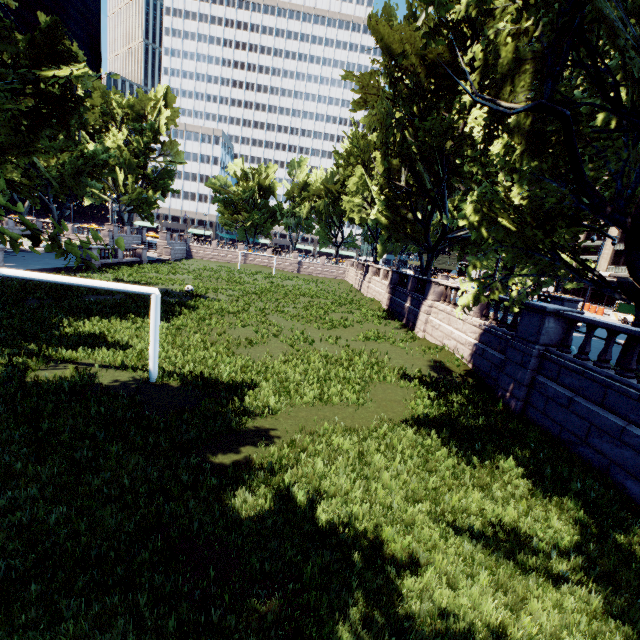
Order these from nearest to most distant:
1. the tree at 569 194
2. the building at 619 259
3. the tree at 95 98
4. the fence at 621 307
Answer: the tree at 95 98 < the tree at 569 194 < the fence at 621 307 < the building at 619 259

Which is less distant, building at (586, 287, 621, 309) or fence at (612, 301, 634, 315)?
fence at (612, 301, 634, 315)

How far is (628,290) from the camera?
9.41m

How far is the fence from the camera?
35.8 meters

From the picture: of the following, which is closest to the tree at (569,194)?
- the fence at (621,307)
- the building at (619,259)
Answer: the building at (619,259)

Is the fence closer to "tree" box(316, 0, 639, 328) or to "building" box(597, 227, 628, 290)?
"building" box(597, 227, 628, 290)

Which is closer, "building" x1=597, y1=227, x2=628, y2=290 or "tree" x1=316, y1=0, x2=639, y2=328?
"tree" x1=316, y1=0, x2=639, y2=328
